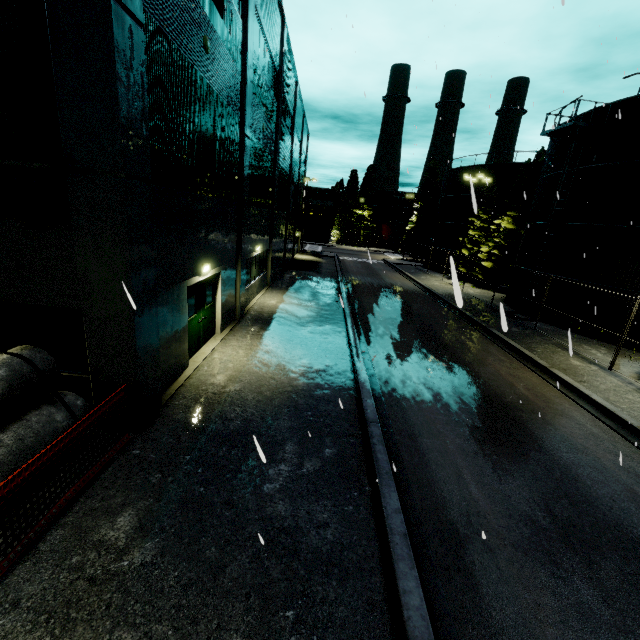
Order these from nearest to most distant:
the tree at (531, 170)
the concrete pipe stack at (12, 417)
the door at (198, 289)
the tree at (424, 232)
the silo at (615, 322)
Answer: the concrete pipe stack at (12, 417) → the door at (198, 289) → the silo at (615, 322) → the tree at (531, 170) → the tree at (424, 232)

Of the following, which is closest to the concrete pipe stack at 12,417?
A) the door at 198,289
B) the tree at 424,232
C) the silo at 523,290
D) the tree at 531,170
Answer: the silo at 523,290

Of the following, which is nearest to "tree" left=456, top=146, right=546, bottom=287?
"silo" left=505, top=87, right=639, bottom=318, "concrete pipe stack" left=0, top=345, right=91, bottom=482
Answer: "silo" left=505, top=87, right=639, bottom=318

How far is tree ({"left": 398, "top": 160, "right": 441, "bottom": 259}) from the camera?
47.4 meters

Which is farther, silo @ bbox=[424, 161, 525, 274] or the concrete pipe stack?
silo @ bbox=[424, 161, 525, 274]

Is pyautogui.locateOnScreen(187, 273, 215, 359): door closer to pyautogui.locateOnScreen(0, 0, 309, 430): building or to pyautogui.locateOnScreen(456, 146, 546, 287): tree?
pyautogui.locateOnScreen(0, 0, 309, 430): building

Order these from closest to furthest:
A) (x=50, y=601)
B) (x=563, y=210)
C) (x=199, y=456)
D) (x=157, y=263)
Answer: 1. (x=50, y=601)
2. (x=199, y=456)
3. (x=157, y=263)
4. (x=563, y=210)

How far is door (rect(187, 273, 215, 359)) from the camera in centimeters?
998cm
